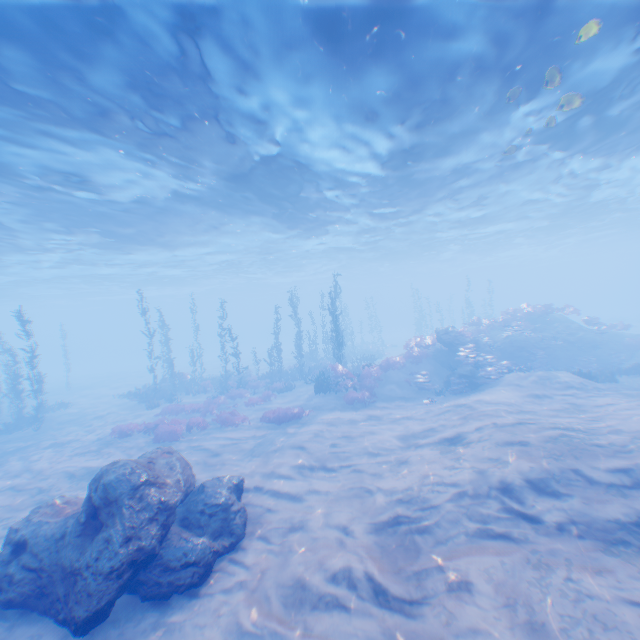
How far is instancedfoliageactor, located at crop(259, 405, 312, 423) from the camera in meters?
16.6

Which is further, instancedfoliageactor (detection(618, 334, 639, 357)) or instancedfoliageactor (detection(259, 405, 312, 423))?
instancedfoliageactor (detection(618, 334, 639, 357))

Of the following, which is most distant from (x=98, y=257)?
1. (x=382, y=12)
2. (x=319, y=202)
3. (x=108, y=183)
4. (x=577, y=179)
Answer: (x=577, y=179)

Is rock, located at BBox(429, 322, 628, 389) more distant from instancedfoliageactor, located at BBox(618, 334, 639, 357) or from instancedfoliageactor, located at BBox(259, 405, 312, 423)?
instancedfoliageactor, located at BBox(259, 405, 312, 423)

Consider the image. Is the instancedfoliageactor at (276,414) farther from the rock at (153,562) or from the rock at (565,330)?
the rock at (565,330)

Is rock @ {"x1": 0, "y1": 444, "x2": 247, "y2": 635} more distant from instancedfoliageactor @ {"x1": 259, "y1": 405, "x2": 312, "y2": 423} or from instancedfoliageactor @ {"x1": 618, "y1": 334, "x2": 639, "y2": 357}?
instancedfoliageactor @ {"x1": 259, "y1": 405, "x2": 312, "y2": 423}

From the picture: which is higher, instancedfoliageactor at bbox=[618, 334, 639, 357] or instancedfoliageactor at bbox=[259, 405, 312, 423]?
instancedfoliageactor at bbox=[618, 334, 639, 357]

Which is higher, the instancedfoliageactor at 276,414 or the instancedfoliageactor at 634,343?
the instancedfoliageactor at 634,343
